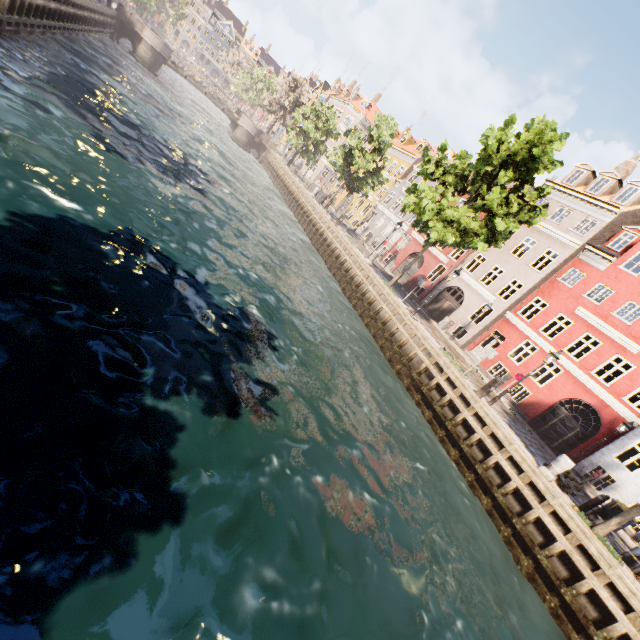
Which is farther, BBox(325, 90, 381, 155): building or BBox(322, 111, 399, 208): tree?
BBox(325, 90, 381, 155): building

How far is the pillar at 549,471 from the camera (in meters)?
11.62

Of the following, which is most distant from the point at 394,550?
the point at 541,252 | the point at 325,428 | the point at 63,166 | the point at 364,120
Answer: the point at 364,120

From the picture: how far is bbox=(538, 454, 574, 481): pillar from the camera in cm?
1162

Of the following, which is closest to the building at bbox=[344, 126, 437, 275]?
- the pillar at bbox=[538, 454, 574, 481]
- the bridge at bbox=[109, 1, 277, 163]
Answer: the pillar at bbox=[538, 454, 574, 481]

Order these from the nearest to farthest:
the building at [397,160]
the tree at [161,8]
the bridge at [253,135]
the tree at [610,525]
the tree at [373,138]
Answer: the tree at [610,525] → the tree at [373,138] → the building at [397,160] → the bridge at [253,135] → the tree at [161,8]

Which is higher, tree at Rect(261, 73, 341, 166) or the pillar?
tree at Rect(261, 73, 341, 166)

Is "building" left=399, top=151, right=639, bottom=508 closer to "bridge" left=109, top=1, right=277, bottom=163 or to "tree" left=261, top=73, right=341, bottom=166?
"tree" left=261, top=73, right=341, bottom=166
